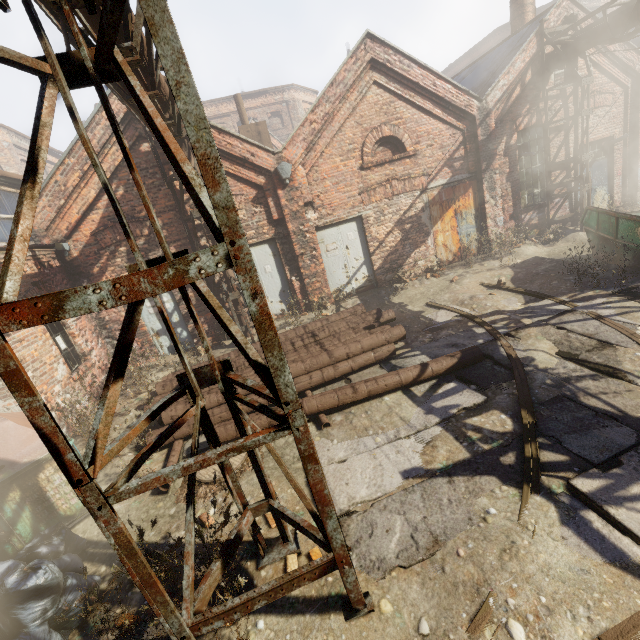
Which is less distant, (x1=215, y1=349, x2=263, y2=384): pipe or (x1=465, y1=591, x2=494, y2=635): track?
(x1=465, y1=591, x2=494, y2=635): track

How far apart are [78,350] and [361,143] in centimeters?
994cm

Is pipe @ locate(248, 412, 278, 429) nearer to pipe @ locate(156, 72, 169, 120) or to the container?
pipe @ locate(156, 72, 169, 120)

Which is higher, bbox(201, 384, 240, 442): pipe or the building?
the building

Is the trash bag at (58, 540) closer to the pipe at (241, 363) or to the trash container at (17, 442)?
the trash container at (17, 442)

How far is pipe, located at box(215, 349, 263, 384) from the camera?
6.4m

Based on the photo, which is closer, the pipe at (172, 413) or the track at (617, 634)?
the track at (617, 634)

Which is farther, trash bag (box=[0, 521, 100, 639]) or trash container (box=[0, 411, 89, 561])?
trash container (box=[0, 411, 89, 561])
